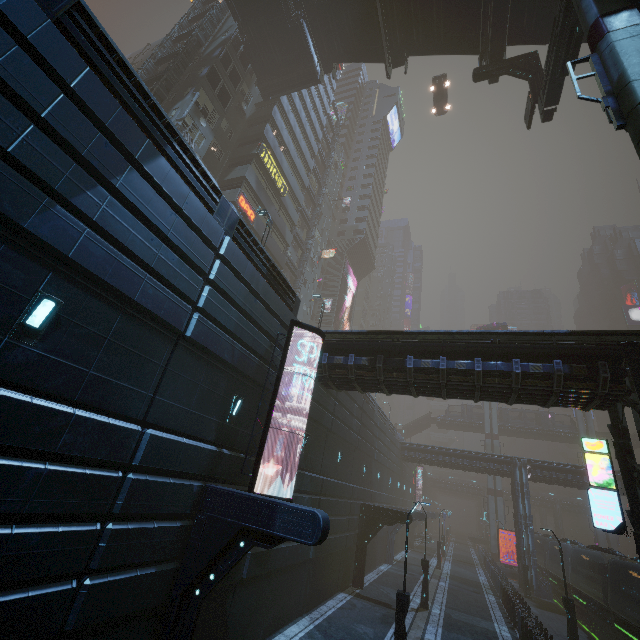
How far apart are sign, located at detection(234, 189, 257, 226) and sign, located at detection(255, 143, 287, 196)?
4.3 meters

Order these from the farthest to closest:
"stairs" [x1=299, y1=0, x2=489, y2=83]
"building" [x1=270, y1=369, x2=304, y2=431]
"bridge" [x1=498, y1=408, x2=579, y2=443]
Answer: "bridge" [x1=498, y1=408, x2=579, y2=443], "stairs" [x1=299, y1=0, x2=489, y2=83], "building" [x1=270, y1=369, x2=304, y2=431]

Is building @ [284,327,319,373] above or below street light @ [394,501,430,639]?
above

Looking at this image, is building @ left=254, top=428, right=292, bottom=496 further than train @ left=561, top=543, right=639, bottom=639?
No

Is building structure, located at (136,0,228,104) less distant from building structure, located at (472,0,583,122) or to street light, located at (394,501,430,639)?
building structure, located at (472,0,583,122)

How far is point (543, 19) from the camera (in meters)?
18.56

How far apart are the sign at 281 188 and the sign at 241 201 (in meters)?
4.34

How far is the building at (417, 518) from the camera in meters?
31.6 m
